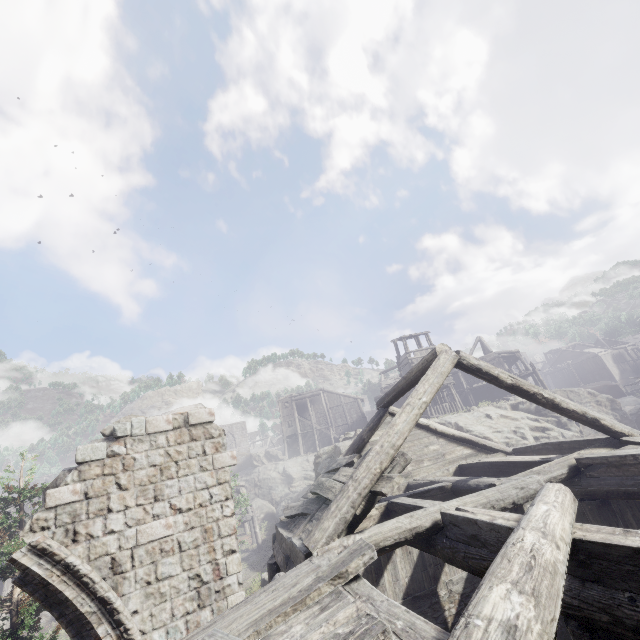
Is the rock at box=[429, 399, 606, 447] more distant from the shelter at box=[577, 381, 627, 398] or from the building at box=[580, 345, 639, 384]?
the shelter at box=[577, 381, 627, 398]

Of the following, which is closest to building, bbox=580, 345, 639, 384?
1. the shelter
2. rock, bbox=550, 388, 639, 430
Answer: rock, bbox=550, 388, 639, 430

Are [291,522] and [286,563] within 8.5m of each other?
yes

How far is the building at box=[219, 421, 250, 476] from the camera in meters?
53.6 m

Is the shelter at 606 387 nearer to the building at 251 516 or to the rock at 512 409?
the rock at 512 409

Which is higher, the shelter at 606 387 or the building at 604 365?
the building at 604 365
